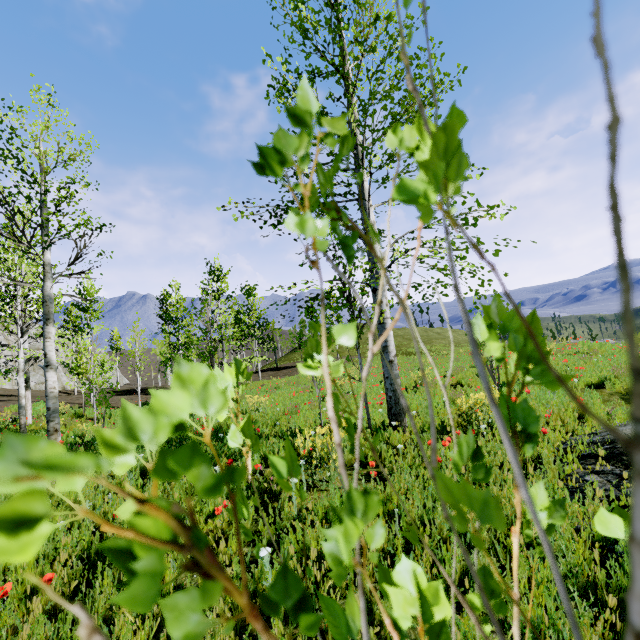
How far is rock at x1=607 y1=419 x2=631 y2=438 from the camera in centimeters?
→ 394cm

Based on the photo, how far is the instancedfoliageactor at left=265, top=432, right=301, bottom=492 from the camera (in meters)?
0.44

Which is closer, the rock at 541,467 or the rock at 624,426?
the rock at 541,467

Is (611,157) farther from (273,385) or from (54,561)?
(273,385)

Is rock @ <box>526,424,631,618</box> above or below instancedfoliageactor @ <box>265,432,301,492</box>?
below

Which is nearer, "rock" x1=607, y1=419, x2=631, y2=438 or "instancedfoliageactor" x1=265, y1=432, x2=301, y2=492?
"instancedfoliageactor" x1=265, y1=432, x2=301, y2=492

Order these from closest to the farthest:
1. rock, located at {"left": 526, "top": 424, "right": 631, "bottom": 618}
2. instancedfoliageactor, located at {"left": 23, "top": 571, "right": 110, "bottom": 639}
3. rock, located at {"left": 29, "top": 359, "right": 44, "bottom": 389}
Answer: instancedfoliageactor, located at {"left": 23, "top": 571, "right": 110, "bottom": 639}, rock, located at {"left": 526, "top": 424, "right": 631, "bottom": 618}, rock, located at {"left": 29, "top": 359, "right": 44, "bottom": 389}

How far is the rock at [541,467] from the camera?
2.02m
